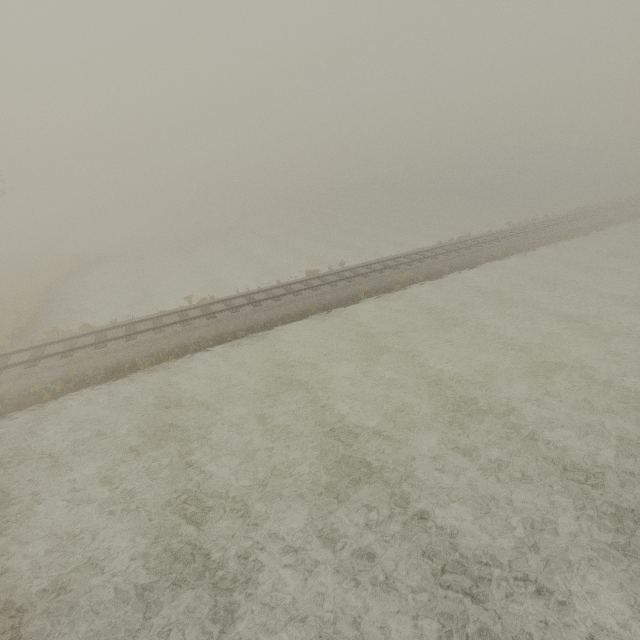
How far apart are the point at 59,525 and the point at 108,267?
30.4 meters
